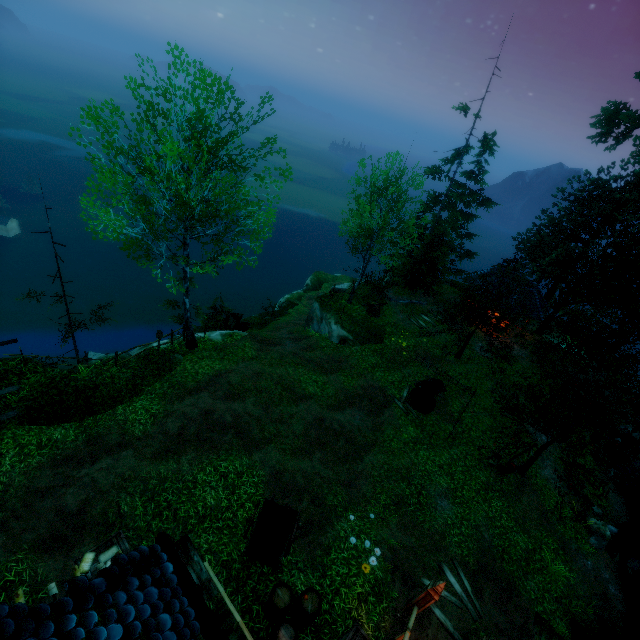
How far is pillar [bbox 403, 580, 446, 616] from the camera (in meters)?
8.89

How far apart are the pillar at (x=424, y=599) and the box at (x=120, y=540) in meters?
8.0 m

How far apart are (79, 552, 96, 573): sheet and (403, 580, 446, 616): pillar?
8.4 meters

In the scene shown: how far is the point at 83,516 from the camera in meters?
9.5 m

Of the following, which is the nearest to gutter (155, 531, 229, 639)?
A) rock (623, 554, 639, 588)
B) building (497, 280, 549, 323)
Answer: rock (623, 554, 639, 588)

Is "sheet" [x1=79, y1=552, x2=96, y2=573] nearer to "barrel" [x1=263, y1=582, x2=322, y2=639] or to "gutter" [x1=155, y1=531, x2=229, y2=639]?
"barrel" [x1=263, y1=582, x2=322, y2=639]

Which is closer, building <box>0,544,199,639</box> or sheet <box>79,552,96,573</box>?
building <box>0,544,199,639</box>

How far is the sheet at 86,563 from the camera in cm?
805
